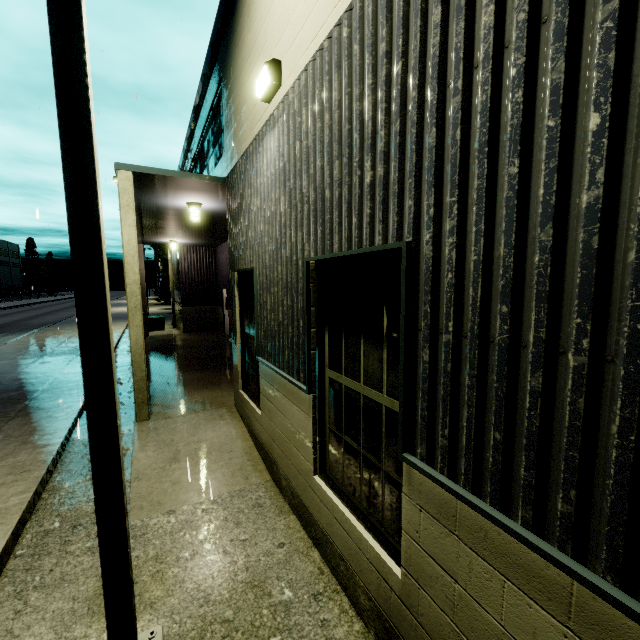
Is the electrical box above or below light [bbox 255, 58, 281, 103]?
below

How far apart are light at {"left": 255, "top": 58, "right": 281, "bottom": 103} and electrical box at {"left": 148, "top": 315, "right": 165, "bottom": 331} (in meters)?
18.72

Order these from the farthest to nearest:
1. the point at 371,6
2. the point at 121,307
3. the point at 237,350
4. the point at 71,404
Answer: the point at 121,307
the point at 71,404
the point at 237,350
the point at 371,6

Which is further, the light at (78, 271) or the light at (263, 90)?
the light at (263, 90)

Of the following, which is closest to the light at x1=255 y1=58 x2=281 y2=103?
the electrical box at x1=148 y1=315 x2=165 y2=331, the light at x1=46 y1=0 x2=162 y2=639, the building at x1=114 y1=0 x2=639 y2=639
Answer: the building at x1=114 y1=0 x2=639 y2=639

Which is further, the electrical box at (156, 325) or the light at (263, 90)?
the electrical box at (156, 325)

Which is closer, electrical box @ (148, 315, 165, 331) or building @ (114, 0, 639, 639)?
building @ (114, 0, 639, 639)

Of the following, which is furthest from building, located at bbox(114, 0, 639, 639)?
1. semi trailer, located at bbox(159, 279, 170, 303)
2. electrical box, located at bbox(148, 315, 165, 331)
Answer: semi trailer, located at bbox(159, 279, 170, 303)
